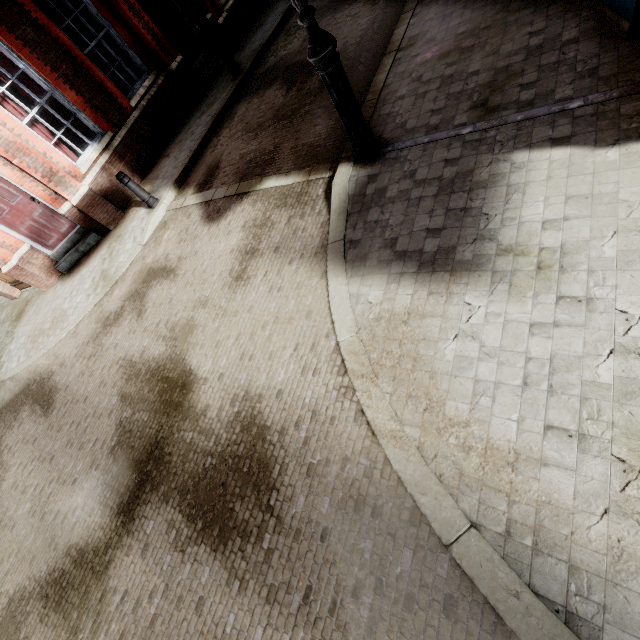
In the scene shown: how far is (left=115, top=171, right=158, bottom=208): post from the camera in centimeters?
713cm

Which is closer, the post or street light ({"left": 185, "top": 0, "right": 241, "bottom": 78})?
the post

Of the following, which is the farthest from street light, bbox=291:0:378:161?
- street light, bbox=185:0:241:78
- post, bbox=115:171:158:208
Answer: street light, bbox=185:0:241:78

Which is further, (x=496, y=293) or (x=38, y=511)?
(x=38, y=511)

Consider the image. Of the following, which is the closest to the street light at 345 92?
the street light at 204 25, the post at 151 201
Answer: the post at 151 201

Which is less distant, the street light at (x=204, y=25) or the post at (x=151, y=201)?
the post at (x=151, y=201)

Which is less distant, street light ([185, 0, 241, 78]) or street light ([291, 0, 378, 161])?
street light ([291, 0, 378, 161])
